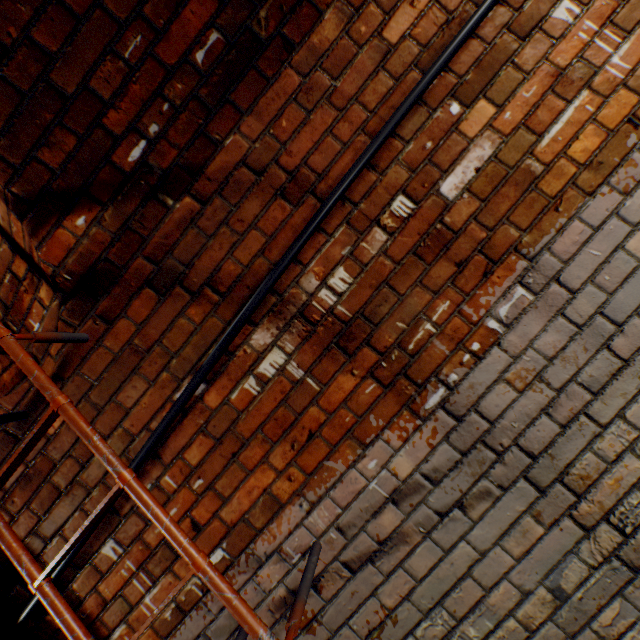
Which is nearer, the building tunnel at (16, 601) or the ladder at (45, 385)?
the ladder at (45, 385)

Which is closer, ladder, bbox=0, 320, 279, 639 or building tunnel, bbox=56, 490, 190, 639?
ladder, bbox=0, 320, 279, 639

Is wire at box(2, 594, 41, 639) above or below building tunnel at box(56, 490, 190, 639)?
above

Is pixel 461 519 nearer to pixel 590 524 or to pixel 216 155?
pixel 590 524

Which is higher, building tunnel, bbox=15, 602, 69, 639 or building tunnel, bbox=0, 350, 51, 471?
building tunnel, bbox=0, 350, 51, 471
